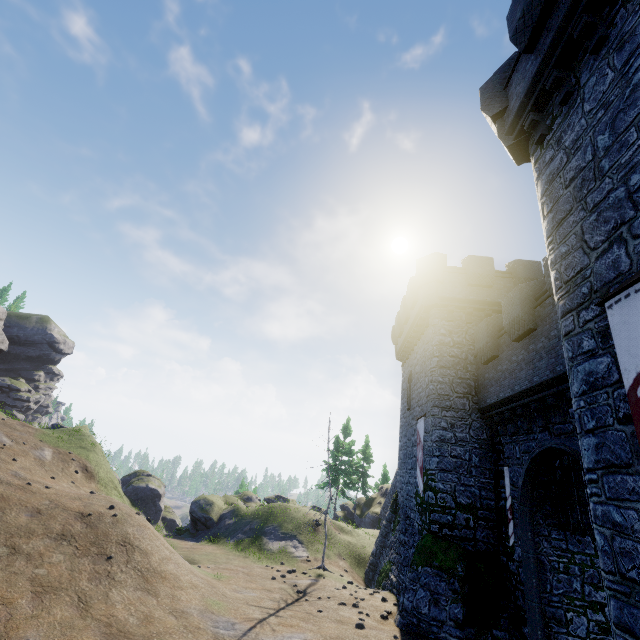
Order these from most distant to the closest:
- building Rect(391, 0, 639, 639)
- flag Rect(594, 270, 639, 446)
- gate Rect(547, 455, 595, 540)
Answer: gate Rect(547, 455, 595, 540) → building Rect(391, 0, 639, 639) → flag Rect(594, 270, 639, 446)

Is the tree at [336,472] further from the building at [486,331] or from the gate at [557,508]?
the gate at [557,508]

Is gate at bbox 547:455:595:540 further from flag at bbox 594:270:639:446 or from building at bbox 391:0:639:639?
flag at bbox 594:270:639:446

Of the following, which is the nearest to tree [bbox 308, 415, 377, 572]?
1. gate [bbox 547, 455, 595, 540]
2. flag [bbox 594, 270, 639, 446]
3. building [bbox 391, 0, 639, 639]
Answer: building [bbox 391, 0, 639, 639]

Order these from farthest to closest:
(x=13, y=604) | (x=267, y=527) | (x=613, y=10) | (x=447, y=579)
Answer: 1. (x=267, y=527)
2. (x=447, y=579)
3. (x=13, y=604)
4. (x=613, y=10)

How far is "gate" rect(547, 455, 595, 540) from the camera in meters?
10.2

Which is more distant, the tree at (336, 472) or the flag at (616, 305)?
the tree at (336, 472)
